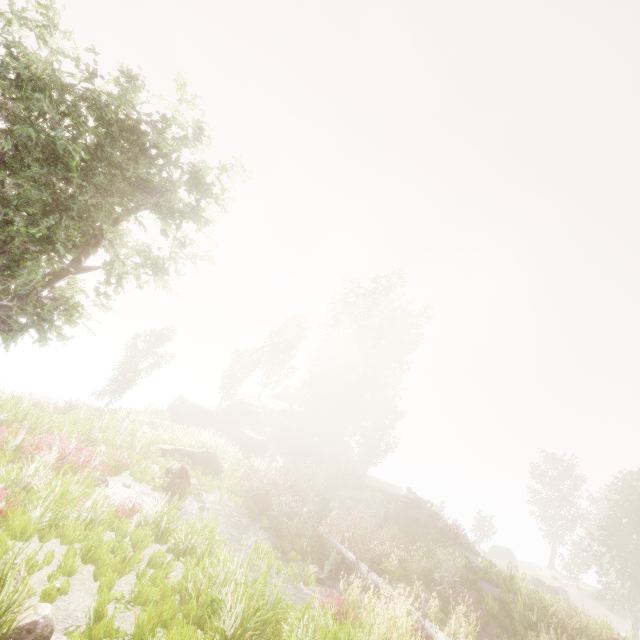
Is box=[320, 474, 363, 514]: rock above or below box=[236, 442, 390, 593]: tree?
above

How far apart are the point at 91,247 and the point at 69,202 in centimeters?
178cm

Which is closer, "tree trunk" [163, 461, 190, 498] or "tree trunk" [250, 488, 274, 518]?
"tree trunk" [163, 461, 190, 498]

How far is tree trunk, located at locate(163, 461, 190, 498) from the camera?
11.70m

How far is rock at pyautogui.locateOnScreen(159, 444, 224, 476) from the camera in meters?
16.1

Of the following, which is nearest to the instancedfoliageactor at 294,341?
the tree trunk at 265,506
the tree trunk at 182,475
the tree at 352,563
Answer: the tree at 352,563

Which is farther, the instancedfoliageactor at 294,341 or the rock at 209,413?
the instancedfoliageactor at 294,341

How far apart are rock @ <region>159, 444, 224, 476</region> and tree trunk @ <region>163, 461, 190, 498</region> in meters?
3.5 m
